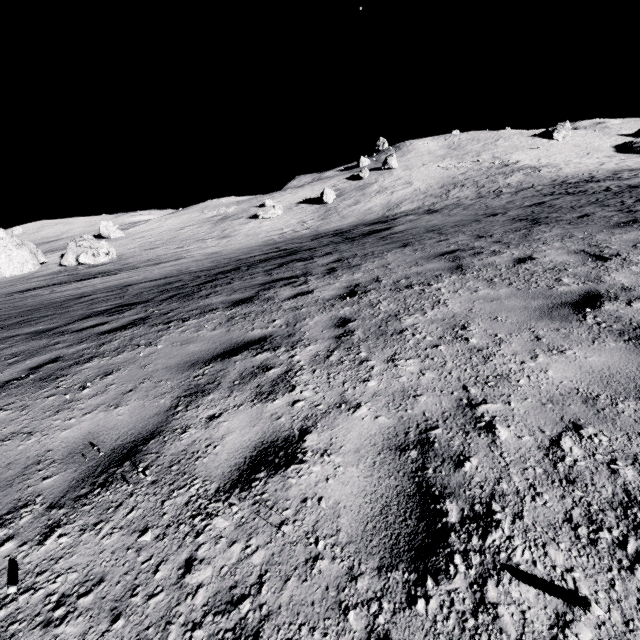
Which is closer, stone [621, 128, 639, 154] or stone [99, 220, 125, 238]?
stone [99, 220, 125, 238]

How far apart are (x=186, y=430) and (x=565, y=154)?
70.7m

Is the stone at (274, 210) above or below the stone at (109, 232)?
below

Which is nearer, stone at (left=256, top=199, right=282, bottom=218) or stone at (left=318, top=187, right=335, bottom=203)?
stone at (left=256, top=199, right=282, bottom=218)

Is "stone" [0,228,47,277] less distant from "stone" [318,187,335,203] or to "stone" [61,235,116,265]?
"stone" [61,235,116,265]

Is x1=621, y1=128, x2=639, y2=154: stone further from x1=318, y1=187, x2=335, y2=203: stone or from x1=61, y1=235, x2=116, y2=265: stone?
x1=61, y1=235, x2=116, y2=265: stone

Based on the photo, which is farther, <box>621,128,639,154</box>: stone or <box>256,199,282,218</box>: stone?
<box>621,128,639,154</box>: stone

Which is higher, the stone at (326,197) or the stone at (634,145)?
the stone at (326,197)
